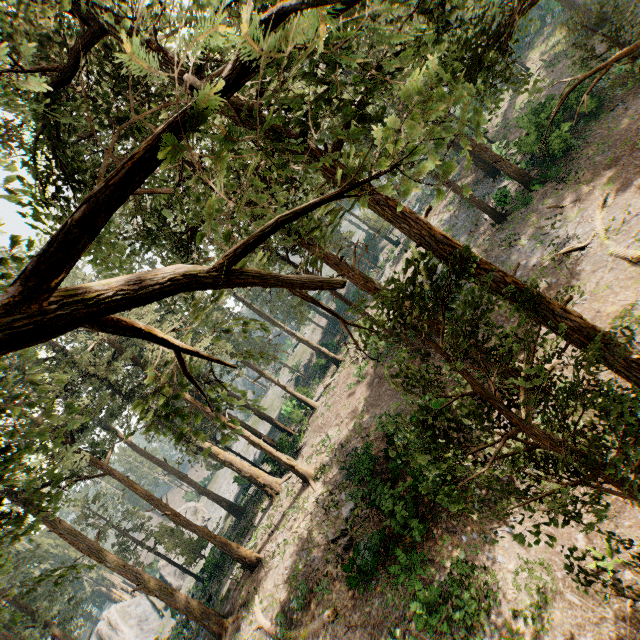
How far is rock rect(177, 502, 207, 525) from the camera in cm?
5147

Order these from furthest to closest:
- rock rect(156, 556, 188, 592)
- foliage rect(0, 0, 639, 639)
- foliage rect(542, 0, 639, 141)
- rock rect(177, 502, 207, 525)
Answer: rock rect(177, 502, 207, 525) → rock rect(156, 556, 188, 592) → foliage rect(542, 0, 639, 141) → foliage rect(0, 0, 639, 639)

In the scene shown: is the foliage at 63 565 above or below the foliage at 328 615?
above

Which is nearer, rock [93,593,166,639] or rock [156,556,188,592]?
rock [93,593,166,639]

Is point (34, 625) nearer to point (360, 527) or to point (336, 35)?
point (360, 527)

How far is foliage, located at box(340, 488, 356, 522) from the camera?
18.0m

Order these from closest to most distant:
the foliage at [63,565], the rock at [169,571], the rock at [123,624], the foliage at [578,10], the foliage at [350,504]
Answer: the foliage at [63,565], the foliage at [578,10], the foliage at [350,504], the rock at [123,624], the rock at [169,571]
